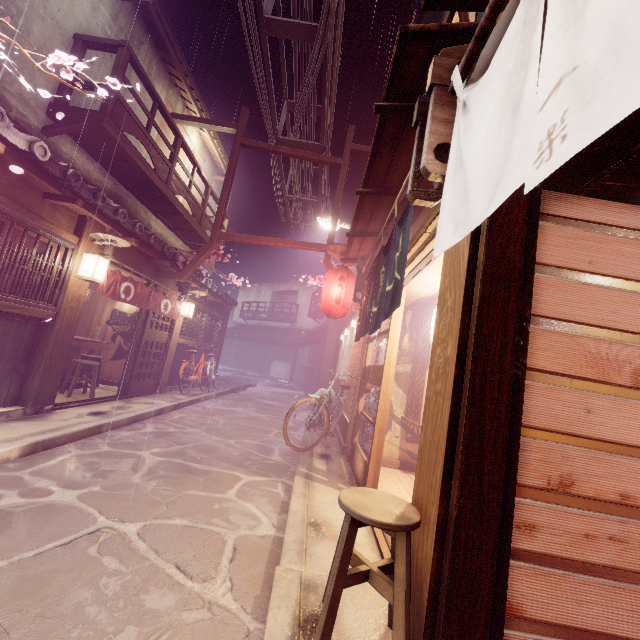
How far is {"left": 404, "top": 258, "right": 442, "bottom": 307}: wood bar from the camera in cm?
682

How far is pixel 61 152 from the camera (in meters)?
10.52

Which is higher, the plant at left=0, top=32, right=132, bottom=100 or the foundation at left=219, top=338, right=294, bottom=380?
the plant at left=0, top=32, right=132, bottom=100

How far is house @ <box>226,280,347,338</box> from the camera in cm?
4778

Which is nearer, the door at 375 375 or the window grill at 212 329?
the door at 375 375

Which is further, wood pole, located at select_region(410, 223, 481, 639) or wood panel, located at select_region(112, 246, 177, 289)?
wood panel, located at select_region(112, 246, 177, 289)

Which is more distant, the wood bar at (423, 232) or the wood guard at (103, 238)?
the wood guard at (103, 238)

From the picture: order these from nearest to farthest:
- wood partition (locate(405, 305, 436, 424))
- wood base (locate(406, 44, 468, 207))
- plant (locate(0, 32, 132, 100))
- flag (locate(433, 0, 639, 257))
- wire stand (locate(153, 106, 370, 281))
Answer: flag (locate(433, 0, 639, 257))
wood base (locate(406, 44, 468, 207))
plant (locate(0, 32, 132, 100))
wood partition (locate(405, 305, 436, 424))
wire stand (locate(153, 106, 370, 281))
